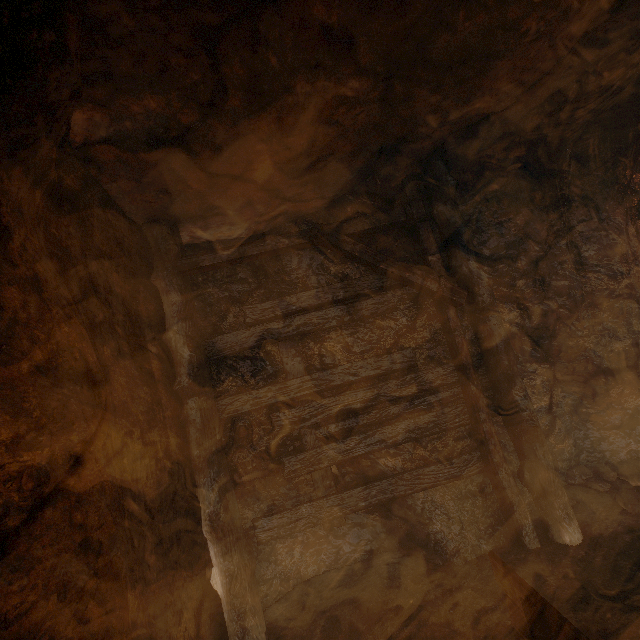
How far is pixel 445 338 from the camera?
3.9 meters

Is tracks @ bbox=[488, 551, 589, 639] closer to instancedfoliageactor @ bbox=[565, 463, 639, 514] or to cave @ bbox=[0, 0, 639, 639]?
cave @ bbox=[0, 0, 639, 639]

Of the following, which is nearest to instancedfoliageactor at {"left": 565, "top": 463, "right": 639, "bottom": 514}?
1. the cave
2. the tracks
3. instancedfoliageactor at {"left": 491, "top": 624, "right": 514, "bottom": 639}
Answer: the cave

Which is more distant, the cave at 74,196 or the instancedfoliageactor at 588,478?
the instancedfoliageactor at 588,478

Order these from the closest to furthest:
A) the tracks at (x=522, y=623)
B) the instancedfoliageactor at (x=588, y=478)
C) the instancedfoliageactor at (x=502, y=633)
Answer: the tracks at (x=522, y=623) → the instancedfoliageactor at (x=502, y=633) → the instancedfoliageactor at (x=588, y=478)

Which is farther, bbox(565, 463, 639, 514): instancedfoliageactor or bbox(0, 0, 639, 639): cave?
bbox(565, 463, 639, 514): instancedfoliageactor

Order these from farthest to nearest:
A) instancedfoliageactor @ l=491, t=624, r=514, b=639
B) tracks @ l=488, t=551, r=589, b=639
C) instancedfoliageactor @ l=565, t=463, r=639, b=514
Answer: instancedfoliageactor @ l=565, t=463, r=639, b=514 < instancedfoliageactor @ l=491, t=624, r=514, b=639 < tracks @ l=488, t=551, r=589, b=639

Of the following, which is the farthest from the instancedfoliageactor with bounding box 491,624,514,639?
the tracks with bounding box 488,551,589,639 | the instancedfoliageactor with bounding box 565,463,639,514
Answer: the instancedfoliageactor with bounding box 565,463,639,514
